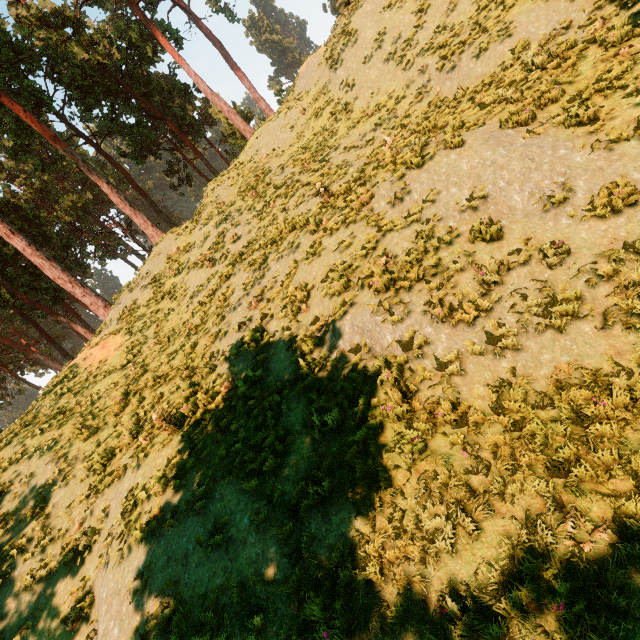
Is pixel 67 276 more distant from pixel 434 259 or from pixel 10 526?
pixel 434 259

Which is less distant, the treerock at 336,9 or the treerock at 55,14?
the treerock at 336,9

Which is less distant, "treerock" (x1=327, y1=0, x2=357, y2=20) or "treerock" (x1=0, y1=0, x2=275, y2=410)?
"treerock" (x1=327, y1=0, x2=357, y2=20)
